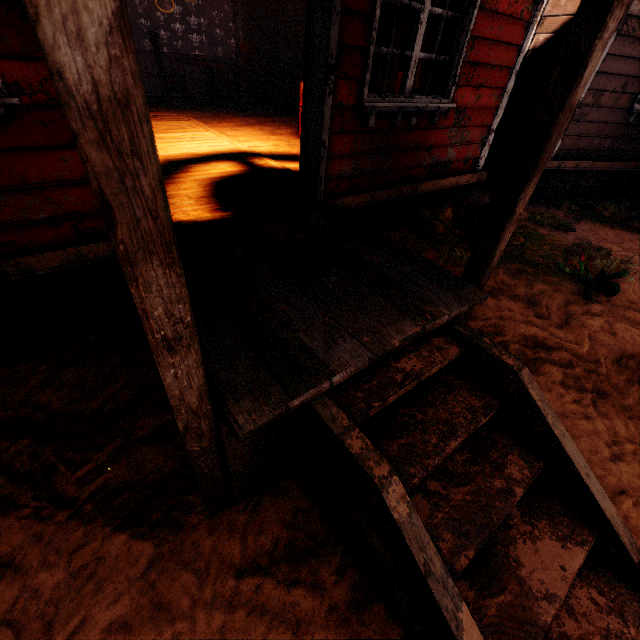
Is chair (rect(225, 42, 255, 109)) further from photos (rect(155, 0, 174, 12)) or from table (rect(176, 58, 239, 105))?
photos (rect(155, 0, 174, 12))

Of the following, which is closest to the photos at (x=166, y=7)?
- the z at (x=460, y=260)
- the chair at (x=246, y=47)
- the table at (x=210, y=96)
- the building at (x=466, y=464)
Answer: the building at (x=466, y=464)

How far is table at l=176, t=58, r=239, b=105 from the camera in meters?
7.0

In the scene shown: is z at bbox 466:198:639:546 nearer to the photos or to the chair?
the chair

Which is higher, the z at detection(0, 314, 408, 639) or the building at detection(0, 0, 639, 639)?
the building at detection(0, 0, 639, 639)

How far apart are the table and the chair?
0.27m

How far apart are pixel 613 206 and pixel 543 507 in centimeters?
698cm

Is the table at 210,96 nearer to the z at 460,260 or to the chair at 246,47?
the chair at 246,47
